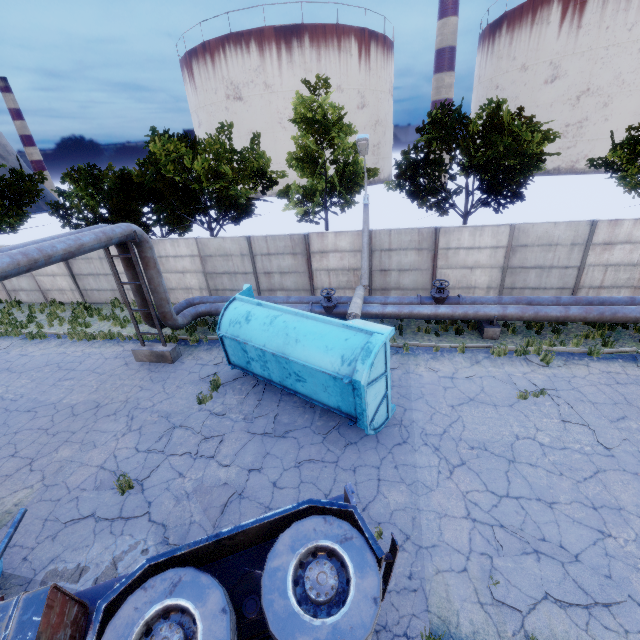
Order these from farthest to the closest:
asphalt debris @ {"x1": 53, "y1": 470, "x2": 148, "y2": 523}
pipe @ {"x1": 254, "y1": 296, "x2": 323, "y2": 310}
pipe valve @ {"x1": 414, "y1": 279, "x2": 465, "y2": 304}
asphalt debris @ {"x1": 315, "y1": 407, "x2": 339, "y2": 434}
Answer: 1. pipe @ {"x1": 254, "y1": 296, "x2": 323, "y2": 310}
2. pipe valve @ {"x1": 414, "y1": 279, "x2": 465, "y2": 304}
3. asphalt debris @ {"x1": 315, "y1": 407, "x2": 339, "y2": 434}
4. asphalt debris @ {"x1": 53, "y1": 470, "x2": 148, "y2": 523}

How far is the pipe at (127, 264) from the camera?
11.8m

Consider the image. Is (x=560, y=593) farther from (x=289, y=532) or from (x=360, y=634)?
(x=289, y=532)

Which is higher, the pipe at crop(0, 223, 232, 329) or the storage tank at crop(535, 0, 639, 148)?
the storage tank at crop(535, 0, 639, 148)

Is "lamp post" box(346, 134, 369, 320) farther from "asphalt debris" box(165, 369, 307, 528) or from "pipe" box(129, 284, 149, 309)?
"asphalt debris" box(165, 369, 307, 528)

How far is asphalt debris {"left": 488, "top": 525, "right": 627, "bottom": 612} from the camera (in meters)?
Result: 5.15

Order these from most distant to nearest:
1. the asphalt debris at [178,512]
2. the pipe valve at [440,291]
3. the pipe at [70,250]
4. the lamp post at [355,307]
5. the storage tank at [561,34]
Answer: the storage tank at [561,34]
the pipe valve at [440,291]
the lamp post at [355,307]
the pipe at [70,250]
the asphalt debris at [178,512]

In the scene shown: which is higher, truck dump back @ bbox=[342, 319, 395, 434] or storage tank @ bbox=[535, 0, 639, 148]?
storage tank @ bbox=[535, 0, 639, 148]
